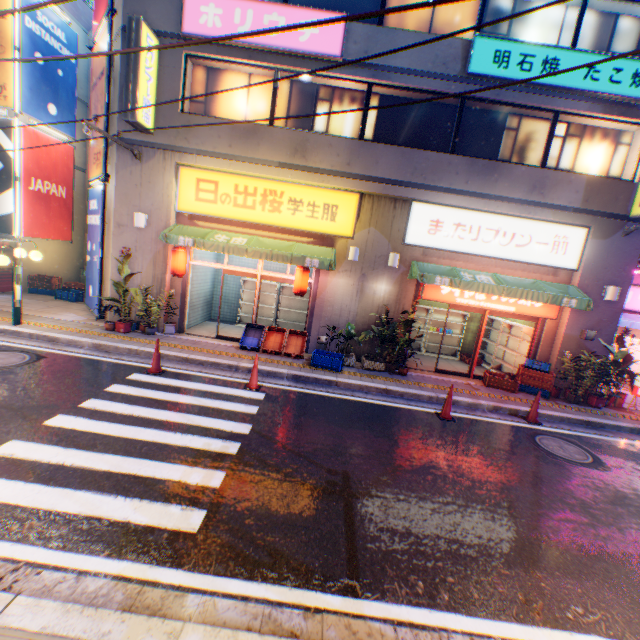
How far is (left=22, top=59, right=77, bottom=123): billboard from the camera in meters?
12.3 m

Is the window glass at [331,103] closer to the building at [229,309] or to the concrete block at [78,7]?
the building at [229,309]

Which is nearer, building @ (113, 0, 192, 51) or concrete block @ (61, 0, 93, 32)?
building @ (113, 0, 192, 51)

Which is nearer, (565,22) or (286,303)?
(565,22)

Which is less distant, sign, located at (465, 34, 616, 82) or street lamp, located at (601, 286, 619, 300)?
sign, located at (465, 34, 616, 82)

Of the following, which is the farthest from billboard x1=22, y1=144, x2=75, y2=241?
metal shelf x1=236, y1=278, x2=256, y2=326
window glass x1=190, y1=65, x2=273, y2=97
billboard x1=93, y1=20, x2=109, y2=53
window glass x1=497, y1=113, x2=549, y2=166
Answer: window glass x1=497, y1=113, x2=549, y2=166

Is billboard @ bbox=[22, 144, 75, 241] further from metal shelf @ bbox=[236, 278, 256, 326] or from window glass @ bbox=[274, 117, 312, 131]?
metal shelf @ bbox=[236, 278, 256, 326]

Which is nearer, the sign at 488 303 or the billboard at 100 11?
the billboard at 100 11
